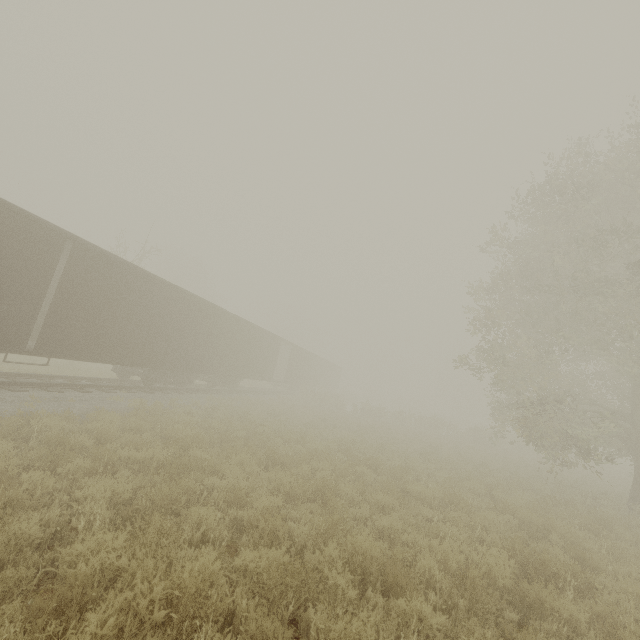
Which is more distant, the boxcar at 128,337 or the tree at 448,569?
the boxcar at 128,337

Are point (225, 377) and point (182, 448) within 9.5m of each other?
no

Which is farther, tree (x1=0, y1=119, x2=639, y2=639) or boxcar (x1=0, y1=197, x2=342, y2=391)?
boxcar (x1=0, y1=197, x2=342, y2=391)
